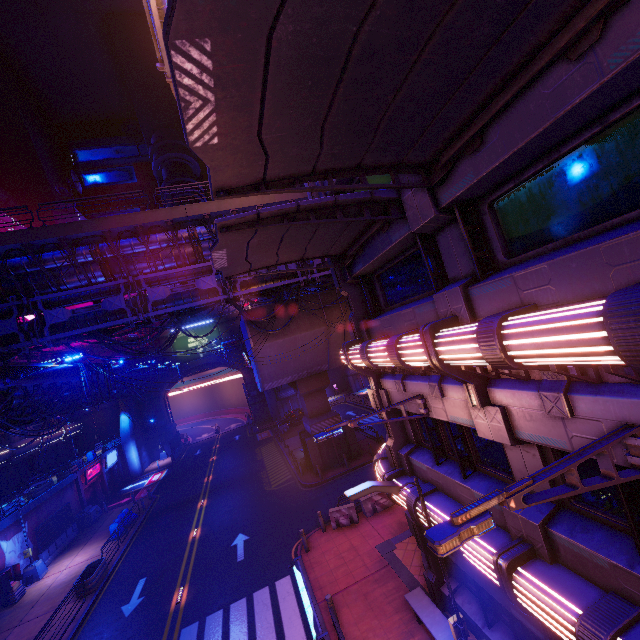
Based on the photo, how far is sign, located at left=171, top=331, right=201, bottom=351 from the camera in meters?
50.3

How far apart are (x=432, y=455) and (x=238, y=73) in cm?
1052

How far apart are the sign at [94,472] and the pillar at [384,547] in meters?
31.0

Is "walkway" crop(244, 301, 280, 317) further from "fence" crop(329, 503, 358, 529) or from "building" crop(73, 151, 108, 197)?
"building" crop(73, 151, 108, 197)

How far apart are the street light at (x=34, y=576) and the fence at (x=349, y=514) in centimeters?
2040cm

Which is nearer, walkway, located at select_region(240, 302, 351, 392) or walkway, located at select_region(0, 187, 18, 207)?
walkway, located at select_region(240, 302, 351, 392)

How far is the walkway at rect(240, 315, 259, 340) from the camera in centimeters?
2253cm

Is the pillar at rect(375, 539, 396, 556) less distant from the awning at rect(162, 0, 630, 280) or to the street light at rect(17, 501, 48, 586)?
the awning at rect(162, 0, 630, 280)
